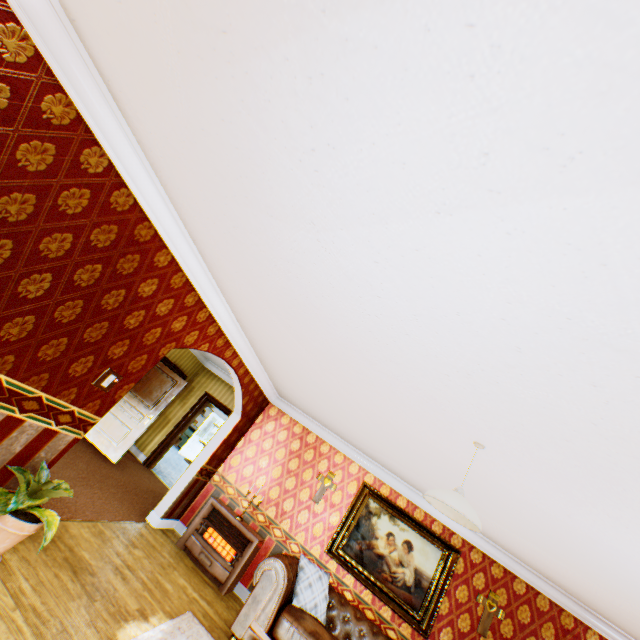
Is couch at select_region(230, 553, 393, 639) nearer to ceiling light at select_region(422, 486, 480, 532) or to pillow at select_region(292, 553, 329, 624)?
pillow at select_region(292, 553, 329, 624)

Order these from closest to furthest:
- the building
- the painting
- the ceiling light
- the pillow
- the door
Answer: the building → the ceiling light → the pillow → the painting → the door

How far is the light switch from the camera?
3.4 meters

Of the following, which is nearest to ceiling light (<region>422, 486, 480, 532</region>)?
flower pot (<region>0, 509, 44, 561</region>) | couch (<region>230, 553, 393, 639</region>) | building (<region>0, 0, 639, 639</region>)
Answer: building (<region>0, 0, 639, 639</region>)

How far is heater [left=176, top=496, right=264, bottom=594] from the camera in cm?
541

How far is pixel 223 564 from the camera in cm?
547

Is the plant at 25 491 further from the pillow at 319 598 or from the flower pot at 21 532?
the pillow at 319 598

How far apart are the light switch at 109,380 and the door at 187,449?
11.9 meters
